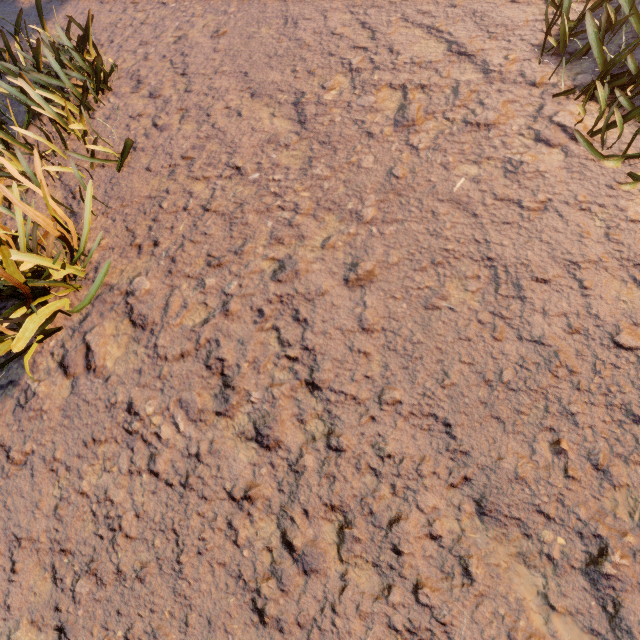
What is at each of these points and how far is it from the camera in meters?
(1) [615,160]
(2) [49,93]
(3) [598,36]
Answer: (1) instancedfoliageactor, 2.4 m
(2) instancedfoliageactor, 4.2 m
(3) instancedfoliageactor, 2.9 m
